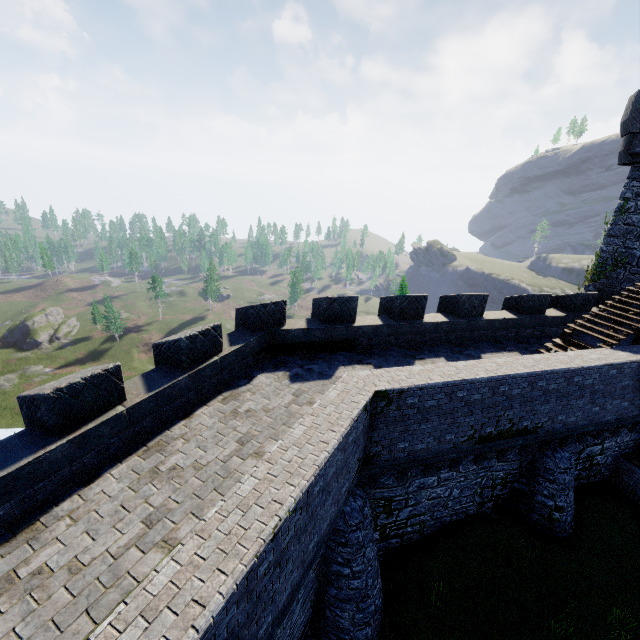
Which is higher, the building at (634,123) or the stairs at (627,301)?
the building at (634,123)

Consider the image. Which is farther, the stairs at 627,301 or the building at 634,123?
the building at 634,123

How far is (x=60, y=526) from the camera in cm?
534

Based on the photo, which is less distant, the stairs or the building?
the stairs

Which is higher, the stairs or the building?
the building
